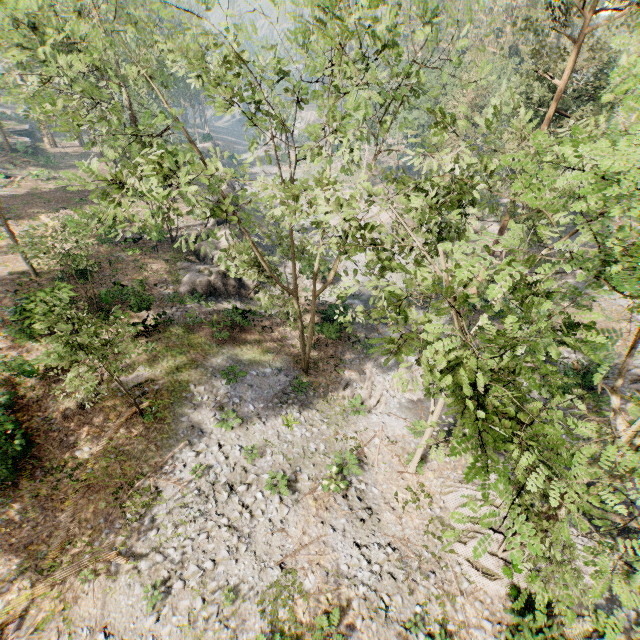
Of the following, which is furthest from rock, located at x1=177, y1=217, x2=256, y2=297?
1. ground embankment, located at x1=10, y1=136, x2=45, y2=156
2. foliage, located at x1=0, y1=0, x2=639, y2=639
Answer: ground embankment, located at x1=10, y1=136, x2=45, y2=156

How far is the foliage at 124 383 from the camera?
10.22m

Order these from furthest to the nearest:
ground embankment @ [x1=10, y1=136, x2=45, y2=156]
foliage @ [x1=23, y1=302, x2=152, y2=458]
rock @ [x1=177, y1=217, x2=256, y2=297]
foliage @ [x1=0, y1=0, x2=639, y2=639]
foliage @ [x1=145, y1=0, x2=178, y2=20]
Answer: ground embankment @ [x1=10, y1=136, x2=45, y2=156]
rock @ [x1=177, y1=217, x2=256, y2=297]
foliage @ [x1=23, y1=302, x2=152, y2=458]
foliage @ [x1=145, y1=0, x2=178, y2=20]
foliage @ [x1=0, y1=0, x2=639, y2=639]

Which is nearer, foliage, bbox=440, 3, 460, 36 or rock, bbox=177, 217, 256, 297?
foliage, bbox=440, 3, 460, 36

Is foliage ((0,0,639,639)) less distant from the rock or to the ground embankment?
the rock

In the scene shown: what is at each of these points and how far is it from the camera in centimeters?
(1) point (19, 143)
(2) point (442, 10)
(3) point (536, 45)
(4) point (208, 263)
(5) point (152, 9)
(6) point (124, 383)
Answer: (1) ground embankment, 4769cm
(2) foliage, 945cm
(3) foliage, 5000cm
(4) rock, 2817cm
(5) foliage, 951cm
(6) foliage, 1730cm

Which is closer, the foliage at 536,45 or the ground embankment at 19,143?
the foliage at 536,45
